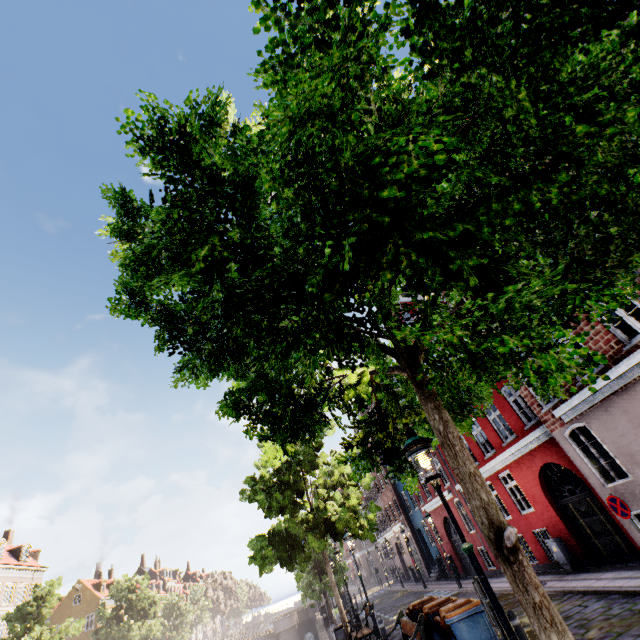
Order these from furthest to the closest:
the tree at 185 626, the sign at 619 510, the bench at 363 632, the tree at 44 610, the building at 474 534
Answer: the tree at 185 626, the tree at 44 610, the building at 474 534, the bench at 363 632, the sign at 619 510

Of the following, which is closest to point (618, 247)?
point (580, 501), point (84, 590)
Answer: point (580, 501)

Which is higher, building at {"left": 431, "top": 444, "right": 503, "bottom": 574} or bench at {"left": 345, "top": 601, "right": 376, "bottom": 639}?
building at {"left": 431, "top": 444, "right": 503, "bottom": 574}

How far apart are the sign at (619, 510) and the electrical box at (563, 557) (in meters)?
5.72

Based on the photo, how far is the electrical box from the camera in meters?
12.1 m

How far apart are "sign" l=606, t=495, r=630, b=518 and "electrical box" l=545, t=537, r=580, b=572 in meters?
5.7

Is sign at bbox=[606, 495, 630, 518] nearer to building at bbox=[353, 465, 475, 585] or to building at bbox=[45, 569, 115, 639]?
building at bbox=[353, 465, 475, 585]

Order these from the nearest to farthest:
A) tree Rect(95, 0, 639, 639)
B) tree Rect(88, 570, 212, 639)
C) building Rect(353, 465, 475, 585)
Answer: tree Rect(95, 0, 639, 639) → building Rect(353, 465, 475, 585) → tree Rect(88, 570, 212, 639)
